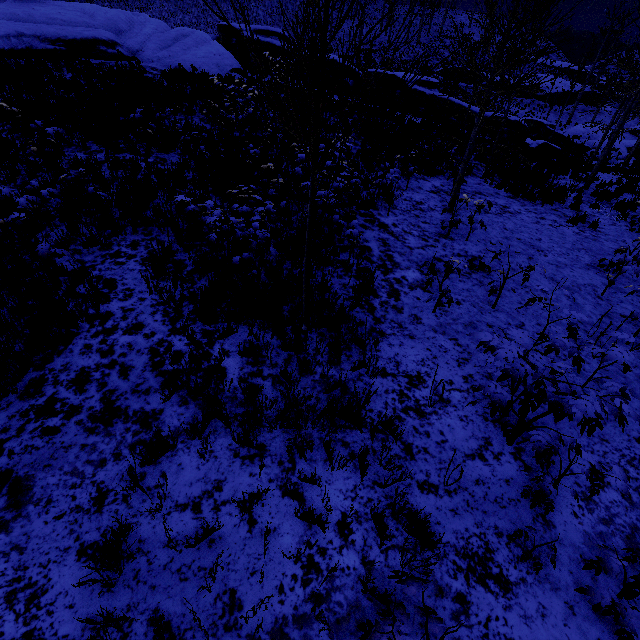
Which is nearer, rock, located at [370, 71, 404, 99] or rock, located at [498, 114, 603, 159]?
rock, located at [498, 114, 603, 159]

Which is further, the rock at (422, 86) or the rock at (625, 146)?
the rock at (625, 146)

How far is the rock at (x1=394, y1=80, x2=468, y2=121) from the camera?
21.6m

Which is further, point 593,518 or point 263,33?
point 263,33

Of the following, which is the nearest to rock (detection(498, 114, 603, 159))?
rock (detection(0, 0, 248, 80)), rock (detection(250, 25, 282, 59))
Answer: rock (detection(250, 25, 282, 59))

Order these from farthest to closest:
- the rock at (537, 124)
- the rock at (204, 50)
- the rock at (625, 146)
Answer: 1. the rock at (625, 146)
2. the rock at (537, 124)
3. the rock at (204, 50)

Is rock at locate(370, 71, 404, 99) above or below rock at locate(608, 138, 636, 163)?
above

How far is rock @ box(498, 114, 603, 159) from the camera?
18.1 meters
